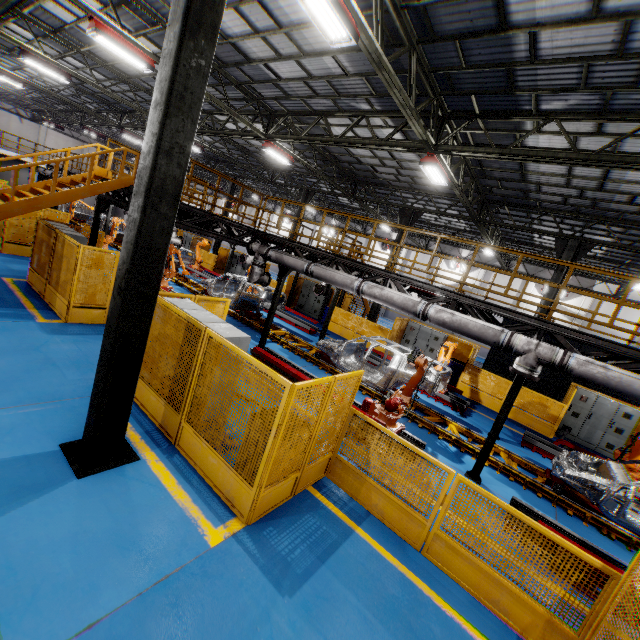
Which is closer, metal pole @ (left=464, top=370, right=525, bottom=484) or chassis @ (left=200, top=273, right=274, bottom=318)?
metal pole @ (left=464, top=370, right=525, bottom=484)

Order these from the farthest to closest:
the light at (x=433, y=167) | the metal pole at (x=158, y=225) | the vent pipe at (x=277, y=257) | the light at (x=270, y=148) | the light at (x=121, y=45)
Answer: the light at (x=270, y=148) → the vent pipe at (x=277, y=257) → the light at (x=433, y=167) → the light at (x=121, y=45) → the metal pole at (x=158, y=225)

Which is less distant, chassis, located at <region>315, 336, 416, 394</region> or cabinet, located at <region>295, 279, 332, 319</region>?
chassis, located at <region>315, 336, 416, 394</region>

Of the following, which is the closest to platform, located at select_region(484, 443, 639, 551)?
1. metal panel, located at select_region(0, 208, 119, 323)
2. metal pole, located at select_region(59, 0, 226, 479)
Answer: metal panel, located at select_region(0, 208, 119, 323)

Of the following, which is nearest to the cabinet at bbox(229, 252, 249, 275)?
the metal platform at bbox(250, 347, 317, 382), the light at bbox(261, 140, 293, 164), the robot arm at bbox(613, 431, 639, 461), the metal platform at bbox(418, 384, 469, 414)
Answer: the light at bbox(261, 140, 293, 164)

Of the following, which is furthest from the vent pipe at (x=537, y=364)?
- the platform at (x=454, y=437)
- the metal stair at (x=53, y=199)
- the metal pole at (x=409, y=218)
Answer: the metal pole at (x=409, y=218)

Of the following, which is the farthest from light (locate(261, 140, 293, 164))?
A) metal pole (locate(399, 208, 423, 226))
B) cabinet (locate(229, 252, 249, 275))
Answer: cabinet (locate(229, 252, 249, 275))

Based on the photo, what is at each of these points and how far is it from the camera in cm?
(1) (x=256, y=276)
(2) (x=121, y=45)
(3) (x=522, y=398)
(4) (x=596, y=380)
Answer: (1) vent pipe, 1185
(2) light, 904
(3) metal panel, 1368
(4) vent pipe, 623
